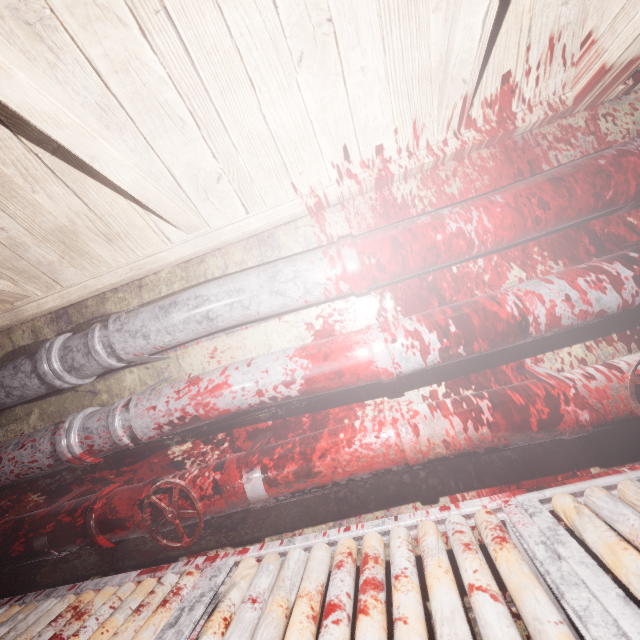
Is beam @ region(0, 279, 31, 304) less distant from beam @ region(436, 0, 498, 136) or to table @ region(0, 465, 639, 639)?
beam @ region(436, 0, 498, 136)

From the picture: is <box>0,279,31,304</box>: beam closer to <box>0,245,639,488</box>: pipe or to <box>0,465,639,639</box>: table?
<box>0,245,639,488</box>: pipe

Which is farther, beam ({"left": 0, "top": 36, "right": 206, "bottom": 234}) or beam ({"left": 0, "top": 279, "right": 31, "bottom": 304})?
beam ({"left": 0, "top": 279, "right": 31, "bottom": 304})

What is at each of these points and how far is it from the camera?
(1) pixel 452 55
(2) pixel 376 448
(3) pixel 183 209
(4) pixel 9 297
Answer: (1) beam, 0.9m
(2) pipe, 1.0m
(3) beam, 1.2m
(4) beam, 1.4m

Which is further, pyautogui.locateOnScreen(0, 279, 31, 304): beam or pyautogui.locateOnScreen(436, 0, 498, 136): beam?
pyautogui.locateOnScreen(0, 279, 31, 304): beam

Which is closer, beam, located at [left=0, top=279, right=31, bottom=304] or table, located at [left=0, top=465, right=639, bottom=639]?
table, located at [left=0, top=465, right=639, bottom=639]

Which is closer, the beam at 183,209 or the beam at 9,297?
the beam at 183,209

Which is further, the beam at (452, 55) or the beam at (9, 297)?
the beam at (9, 297)
